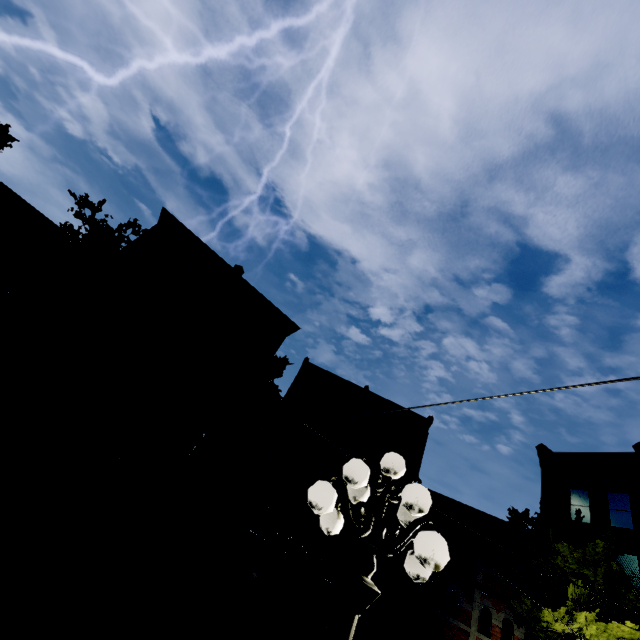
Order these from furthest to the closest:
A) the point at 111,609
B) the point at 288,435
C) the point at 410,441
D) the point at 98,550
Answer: the point at 410,441 → the point at 288,435 → the point at 98,550 → the point at 111,609

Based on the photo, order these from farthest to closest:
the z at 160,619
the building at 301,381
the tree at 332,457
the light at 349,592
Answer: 1. the building at 301,381
2. the tree at 332,457
3. the z at 160,619
4. the light at 349,592

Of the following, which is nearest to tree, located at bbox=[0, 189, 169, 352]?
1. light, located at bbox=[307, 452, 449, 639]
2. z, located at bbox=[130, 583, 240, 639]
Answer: z, located at bbox=[130, 583, 240, 639]

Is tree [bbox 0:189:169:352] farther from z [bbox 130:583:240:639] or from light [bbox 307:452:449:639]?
light [bbox 307:452:449:639]

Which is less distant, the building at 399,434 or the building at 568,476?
the building at 568,476

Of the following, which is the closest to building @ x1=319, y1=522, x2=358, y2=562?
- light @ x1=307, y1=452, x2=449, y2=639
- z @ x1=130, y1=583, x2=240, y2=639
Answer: z @ x1=130, y1=583, x2=240, y2=639

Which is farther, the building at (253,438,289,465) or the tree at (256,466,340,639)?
the building at (253,438,289,465)

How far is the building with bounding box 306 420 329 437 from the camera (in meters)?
20.85
